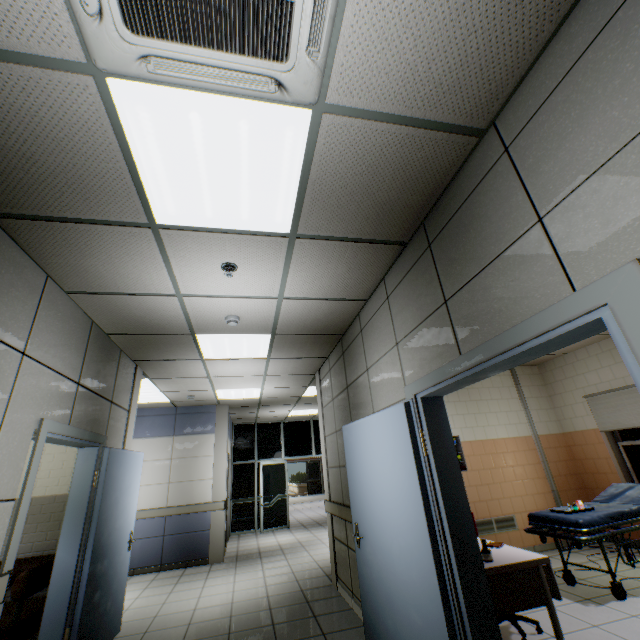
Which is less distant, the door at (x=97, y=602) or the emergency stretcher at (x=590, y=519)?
the door at (x=97, y=602)

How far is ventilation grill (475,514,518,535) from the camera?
5.46m

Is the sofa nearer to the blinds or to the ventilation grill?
the ventilation grill

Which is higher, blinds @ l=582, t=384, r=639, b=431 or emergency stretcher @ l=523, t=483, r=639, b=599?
blinds @ l=582, t=384, r=639, b=431

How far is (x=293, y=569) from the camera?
5.80m

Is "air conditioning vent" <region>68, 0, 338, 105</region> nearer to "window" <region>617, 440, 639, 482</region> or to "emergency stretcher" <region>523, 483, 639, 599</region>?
"emergency stretcher" <region>523, 483, 639, 599</region>

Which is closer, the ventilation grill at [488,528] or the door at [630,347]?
the door at [630,347]

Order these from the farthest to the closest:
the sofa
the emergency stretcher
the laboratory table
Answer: the emergency stretcher
the sofa
the laboratory table
